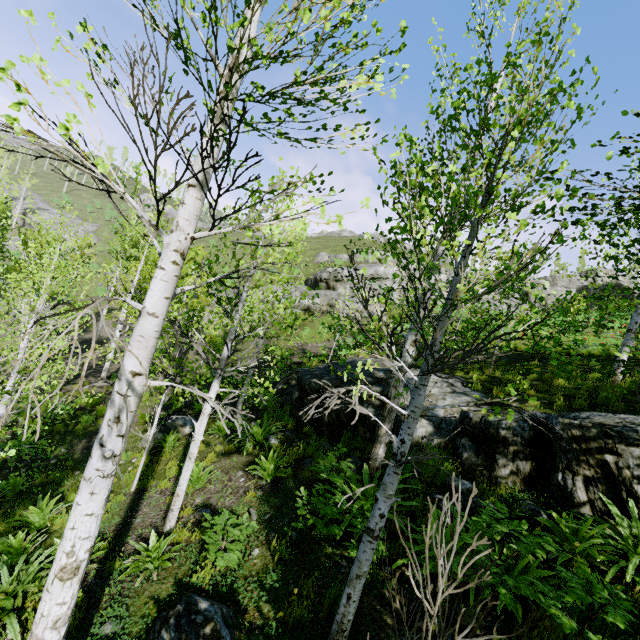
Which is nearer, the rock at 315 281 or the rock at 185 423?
A: the rock at 185 423

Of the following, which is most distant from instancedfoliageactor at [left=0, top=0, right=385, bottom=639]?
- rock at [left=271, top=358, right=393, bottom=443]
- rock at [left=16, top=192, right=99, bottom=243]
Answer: rock at [left=16, top=192, right=99, bottom=243]

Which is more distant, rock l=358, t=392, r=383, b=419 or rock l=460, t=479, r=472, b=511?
rock l=358, t=392, r=383, b=419

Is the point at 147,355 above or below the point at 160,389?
above

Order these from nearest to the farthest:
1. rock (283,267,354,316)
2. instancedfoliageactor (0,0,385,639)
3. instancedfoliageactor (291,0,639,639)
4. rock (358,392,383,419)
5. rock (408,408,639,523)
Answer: instancedfoliageactor (0,0,385,639), instancedfoliageactor (291,0,639,639), rock (408,408,639,523), rock (358,392,383,419), rock (283,267,354,316)

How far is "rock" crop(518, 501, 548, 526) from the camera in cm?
462

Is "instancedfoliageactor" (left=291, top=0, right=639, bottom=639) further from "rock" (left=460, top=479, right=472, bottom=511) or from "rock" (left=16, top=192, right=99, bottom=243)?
A: "rock" (left=16, top=192, right=99, bottom=243)

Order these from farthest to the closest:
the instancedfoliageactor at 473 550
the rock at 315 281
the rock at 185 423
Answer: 1. the rock at 315 281
2. the rock at 185 423
3. the instancedfoliageactor at 473 550
